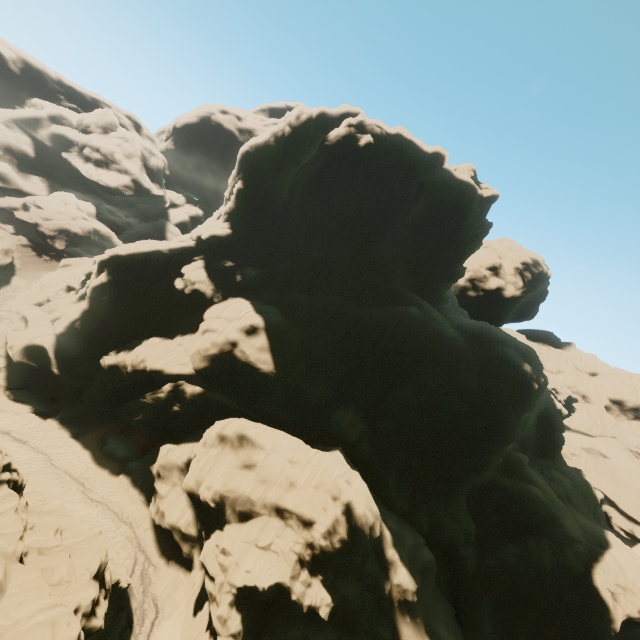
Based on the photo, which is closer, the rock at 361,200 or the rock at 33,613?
the rock at 33,613

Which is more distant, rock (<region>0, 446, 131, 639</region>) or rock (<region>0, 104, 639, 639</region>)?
rock (<region>0, 104, 639, 639</region>)

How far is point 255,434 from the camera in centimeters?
2397cm
